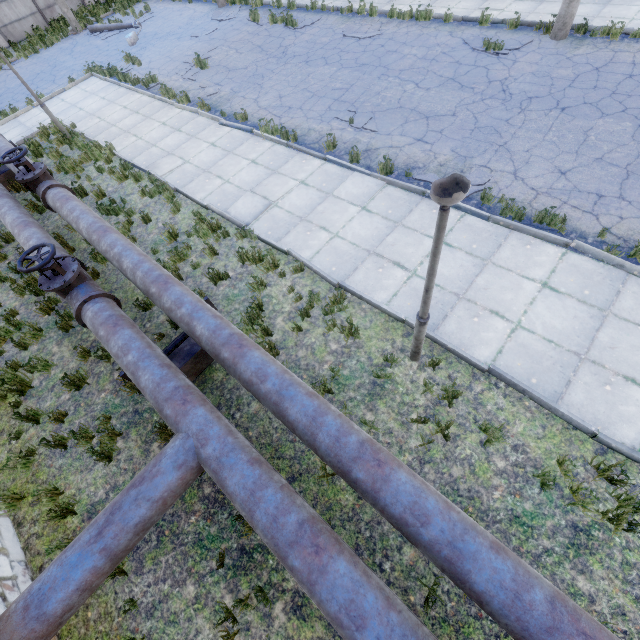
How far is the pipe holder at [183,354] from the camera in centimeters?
547cm

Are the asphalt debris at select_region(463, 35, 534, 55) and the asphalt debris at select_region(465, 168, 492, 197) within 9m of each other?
yes

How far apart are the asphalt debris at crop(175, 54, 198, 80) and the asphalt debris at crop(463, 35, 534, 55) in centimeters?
1023cm

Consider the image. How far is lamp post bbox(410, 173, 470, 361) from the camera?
2.6m

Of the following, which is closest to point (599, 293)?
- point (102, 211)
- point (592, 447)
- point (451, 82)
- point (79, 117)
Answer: point (592, 447)

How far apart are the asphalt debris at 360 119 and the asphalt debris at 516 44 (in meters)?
4.59

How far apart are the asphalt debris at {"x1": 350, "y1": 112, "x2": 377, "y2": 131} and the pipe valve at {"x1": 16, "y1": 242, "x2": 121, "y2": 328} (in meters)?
7.79

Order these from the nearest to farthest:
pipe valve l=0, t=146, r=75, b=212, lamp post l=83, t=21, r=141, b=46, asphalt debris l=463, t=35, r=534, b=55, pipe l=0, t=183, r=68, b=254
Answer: pipe l=0, t=183, r=68, b=254 < pipe valve l=0, t=146, r=75, b=212 < asphalt debris l=463, t=35, r=534, b=55 < lamp post l=83, t=21, r=141, b=46
